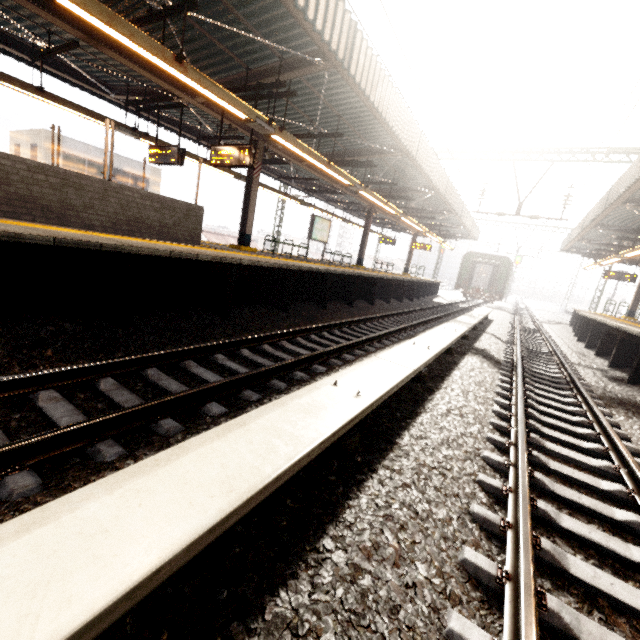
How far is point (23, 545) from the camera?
1.0 meters

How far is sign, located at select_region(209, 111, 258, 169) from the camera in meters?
8.0 m

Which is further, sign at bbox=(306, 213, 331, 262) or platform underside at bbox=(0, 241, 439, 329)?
sign at bbox=(306, 213, 331, 262)

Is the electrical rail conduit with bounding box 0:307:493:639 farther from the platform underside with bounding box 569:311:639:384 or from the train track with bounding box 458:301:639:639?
the platform underside with bounding box 569:311:639:384

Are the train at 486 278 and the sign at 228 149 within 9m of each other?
no

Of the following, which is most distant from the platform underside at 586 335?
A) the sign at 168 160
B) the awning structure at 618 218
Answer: the sign at 168 160

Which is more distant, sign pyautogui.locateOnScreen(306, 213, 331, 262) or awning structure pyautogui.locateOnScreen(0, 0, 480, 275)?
sign pyautogui.locateOnScreen(306, 213, 331, 262)

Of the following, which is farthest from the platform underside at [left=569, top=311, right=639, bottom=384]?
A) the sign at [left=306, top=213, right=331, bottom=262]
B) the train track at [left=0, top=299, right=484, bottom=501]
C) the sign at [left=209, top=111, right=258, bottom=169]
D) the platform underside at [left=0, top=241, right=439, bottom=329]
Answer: the sign at [left=306, top=213, right=331, bottom=262]
